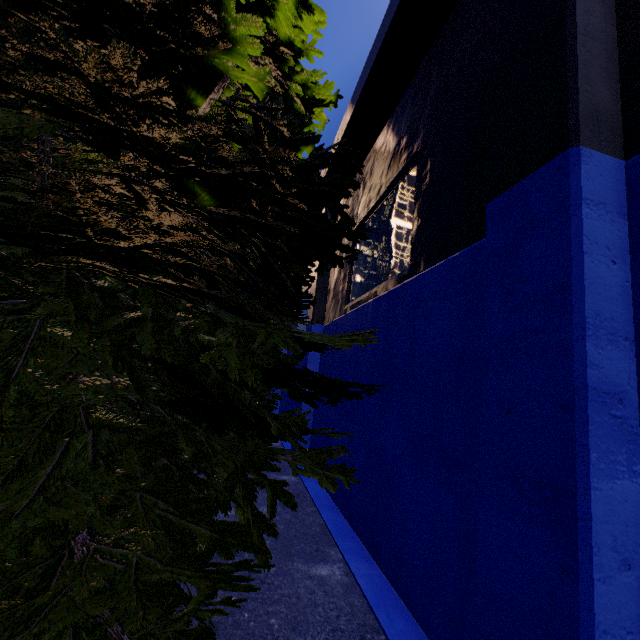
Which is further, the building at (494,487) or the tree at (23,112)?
the building at (494,487)

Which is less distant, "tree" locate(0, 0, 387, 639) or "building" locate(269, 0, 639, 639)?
"tree" locate(0, 0, 387, 639)

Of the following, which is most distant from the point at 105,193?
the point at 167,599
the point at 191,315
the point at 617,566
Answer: the point at 617,566
